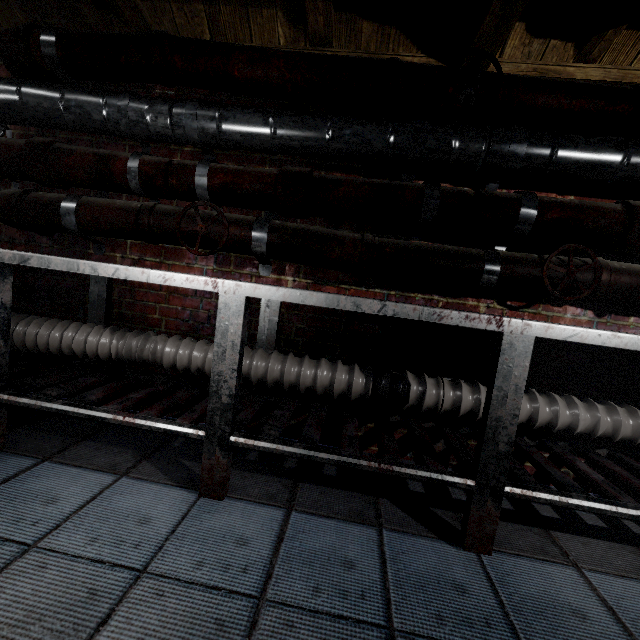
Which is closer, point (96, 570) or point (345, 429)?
point (96, 570)

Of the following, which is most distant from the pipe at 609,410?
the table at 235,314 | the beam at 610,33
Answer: the beam at 610,33

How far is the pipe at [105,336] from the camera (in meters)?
1.60

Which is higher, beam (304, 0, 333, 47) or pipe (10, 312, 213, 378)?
beam (304, 0, 333, 47)

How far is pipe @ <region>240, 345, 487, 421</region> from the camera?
1.5 meters

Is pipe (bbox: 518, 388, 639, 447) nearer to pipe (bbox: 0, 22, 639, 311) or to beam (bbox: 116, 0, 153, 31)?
pipe (bbox: 0, 22, 639, 311)

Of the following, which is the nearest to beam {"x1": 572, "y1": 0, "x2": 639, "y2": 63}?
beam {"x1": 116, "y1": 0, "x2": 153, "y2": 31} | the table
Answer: beam {"x1": 116, "y1": 0, "x2": 153, "y2": 31}

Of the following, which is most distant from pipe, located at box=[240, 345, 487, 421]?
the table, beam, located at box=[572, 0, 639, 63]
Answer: beam, located at box=[572, 0, 639, 63]
